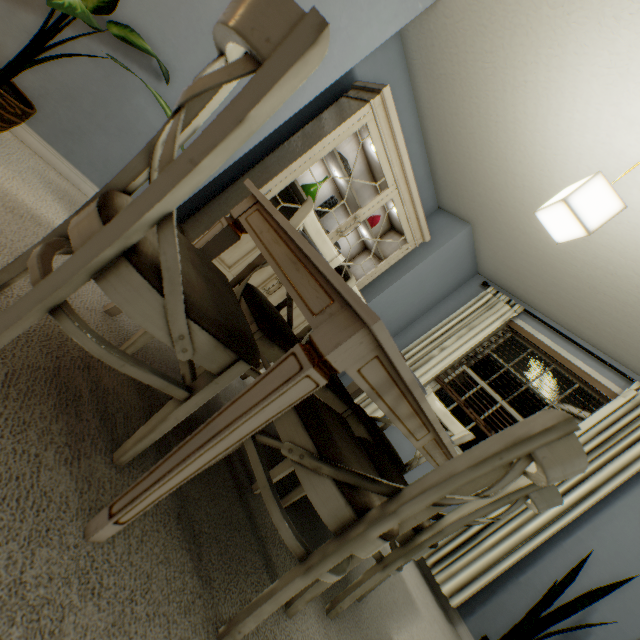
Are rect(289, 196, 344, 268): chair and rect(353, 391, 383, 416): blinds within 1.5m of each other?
no

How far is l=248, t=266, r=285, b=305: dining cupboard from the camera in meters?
2.7

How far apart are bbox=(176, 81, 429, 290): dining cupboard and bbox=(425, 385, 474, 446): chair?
1.3 meters

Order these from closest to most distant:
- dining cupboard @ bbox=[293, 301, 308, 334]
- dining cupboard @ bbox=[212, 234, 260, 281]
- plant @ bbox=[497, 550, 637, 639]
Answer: plant @ bbox=[497, 550, 637, 639]
dining cupboard @ bbox=[212, 234, 260, 281]
dining cupboard @ bbox=[293, 301, 308, 334]

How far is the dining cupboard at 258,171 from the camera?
2.3 meters

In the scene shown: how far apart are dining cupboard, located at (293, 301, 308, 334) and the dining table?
1.00m

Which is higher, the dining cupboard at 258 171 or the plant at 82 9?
the dining cupboard at 258 171

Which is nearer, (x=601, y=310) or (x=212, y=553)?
(x=212, y=553)
